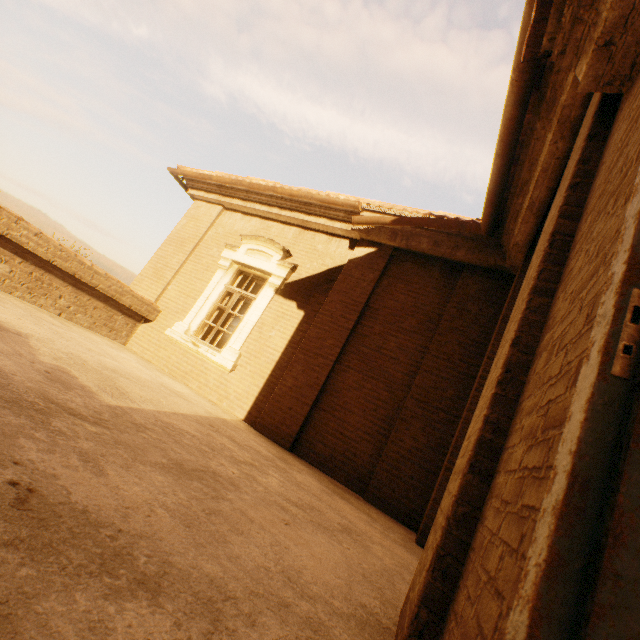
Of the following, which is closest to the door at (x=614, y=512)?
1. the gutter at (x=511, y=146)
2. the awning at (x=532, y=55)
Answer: the awning at (x=532, y=55)

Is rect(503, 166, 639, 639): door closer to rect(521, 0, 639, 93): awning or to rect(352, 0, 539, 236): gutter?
rect(521, 0, 639, 93): awning

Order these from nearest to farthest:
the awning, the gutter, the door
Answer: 1. the door
2. the awning
3. the gutter

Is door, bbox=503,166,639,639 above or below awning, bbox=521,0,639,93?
below

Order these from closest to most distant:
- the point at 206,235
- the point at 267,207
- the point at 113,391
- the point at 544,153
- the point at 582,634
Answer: the point at 582,634 → the point at 113,391 → the point at 544,153 → the point at 267,207 → the point at 206,235

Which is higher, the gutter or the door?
the gutter

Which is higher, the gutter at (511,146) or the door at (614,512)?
the gutter at (511,146)
